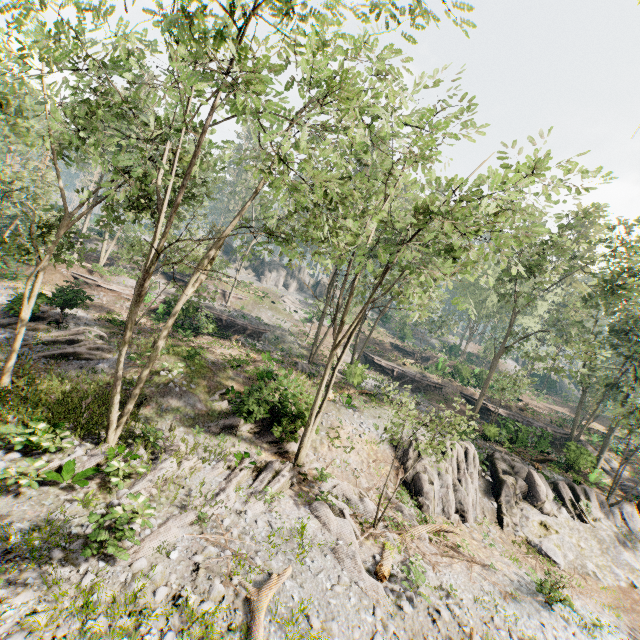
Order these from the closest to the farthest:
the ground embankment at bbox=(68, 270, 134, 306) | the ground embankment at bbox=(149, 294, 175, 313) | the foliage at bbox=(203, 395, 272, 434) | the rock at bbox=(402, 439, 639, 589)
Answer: the foliage at bbox=(203, 395, 272, 434), the rock at bbox=(402, 439, 639, 589), the ground embankment at bbox=(68, 270, 134, 306), the ground embankment at bbox=(149, 294, 175, 313)

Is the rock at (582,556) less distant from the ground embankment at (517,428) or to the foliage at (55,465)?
the foliage at (55,465)

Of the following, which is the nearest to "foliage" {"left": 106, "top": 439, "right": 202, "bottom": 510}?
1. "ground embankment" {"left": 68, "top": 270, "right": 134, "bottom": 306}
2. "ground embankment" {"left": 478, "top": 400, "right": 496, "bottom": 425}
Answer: "ground embankment" {"left": 478, "top": 400, "right": 496, "bottom": 425}

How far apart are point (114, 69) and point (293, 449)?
17.1m

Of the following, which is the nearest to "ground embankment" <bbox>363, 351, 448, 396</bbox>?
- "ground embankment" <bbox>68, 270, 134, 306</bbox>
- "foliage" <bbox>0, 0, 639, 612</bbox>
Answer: "ground embankment" <bbox>68, 270, 134, 306</bbox>

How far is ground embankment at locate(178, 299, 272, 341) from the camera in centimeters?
2798cm

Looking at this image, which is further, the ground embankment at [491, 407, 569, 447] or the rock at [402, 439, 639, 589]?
the ground embankment at [491, 407, 569, 447]

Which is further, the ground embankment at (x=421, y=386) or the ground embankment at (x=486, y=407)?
the ground embankment at (x=421, y=386)
